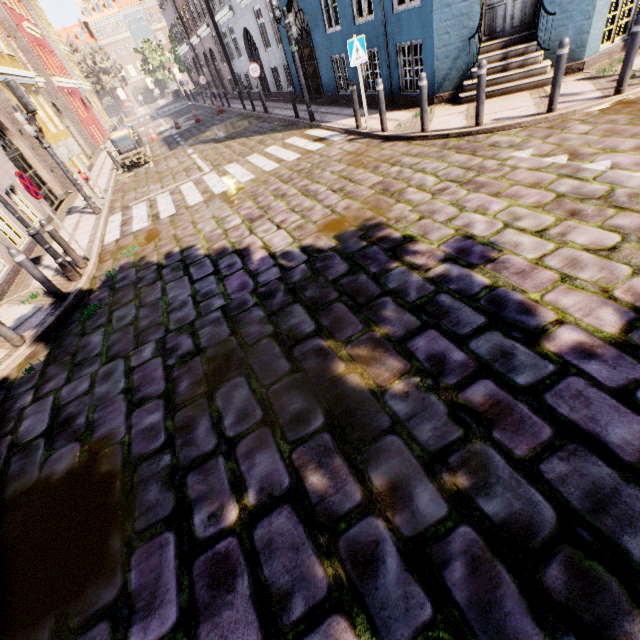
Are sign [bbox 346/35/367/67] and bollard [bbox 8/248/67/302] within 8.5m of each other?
yes

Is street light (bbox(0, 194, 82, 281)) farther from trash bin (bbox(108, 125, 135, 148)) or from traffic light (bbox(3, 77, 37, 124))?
trash bin (bbox(108, 125, 135, 148))

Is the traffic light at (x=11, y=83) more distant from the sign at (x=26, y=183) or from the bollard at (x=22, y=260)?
the bollard at (x=22, y=260)

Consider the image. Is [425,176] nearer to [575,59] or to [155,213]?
[575,59]

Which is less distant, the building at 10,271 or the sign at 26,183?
the sign at 26,183

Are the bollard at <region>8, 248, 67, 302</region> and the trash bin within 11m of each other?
no

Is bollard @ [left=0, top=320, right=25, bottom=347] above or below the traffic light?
below

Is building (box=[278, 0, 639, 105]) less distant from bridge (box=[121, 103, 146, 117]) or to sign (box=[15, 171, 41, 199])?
sign (box=[15, 171, 41, 199])
